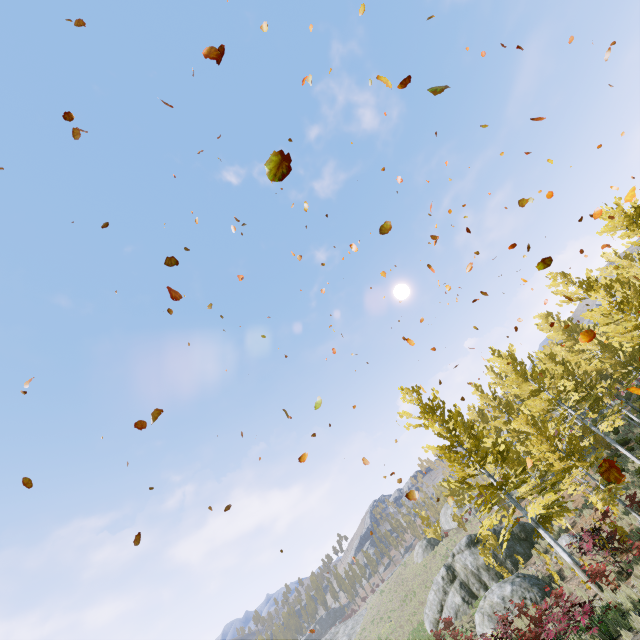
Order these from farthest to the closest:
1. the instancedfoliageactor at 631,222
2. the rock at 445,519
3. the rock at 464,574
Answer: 1. the rock at 445,519
2. the instancedfoliageactor at 631,222
3. the rock at 464,574

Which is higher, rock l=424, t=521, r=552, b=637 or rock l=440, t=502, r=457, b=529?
rock l=440, t=502, r=457, b=529

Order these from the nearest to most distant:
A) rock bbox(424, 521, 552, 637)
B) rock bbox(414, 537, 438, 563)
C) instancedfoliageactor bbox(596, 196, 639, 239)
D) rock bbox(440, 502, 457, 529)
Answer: rock bbox(424, 521, 552, 637)
instancedfoliageactor bbox(596, 196, 639, 239)
rock bbox(414, 537, 438, 563)
rock bbox(440, 502, 457, 529)

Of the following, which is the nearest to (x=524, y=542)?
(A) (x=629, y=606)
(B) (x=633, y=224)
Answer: (A) (x=629, y=606)

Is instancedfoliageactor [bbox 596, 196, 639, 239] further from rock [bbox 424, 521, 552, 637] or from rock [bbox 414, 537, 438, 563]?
rock [bbox 414, 537, 438, 563]

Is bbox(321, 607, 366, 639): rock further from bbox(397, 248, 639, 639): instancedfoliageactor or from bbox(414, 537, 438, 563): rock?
bbox(414, 537, 438, 563): rock

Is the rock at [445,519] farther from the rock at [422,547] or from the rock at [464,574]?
the rock at [464,574]

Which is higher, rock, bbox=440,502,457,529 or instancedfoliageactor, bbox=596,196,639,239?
instancedfoliageactor, bbox=596,196,639,239
